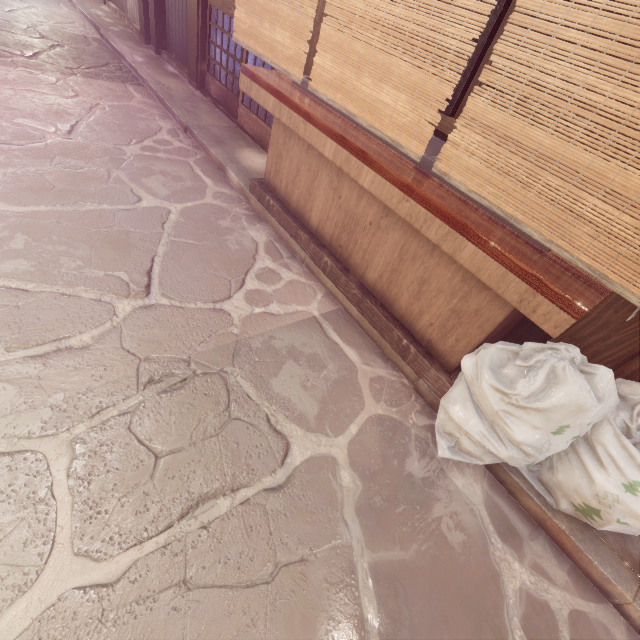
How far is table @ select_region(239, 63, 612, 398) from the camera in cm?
341

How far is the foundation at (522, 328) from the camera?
5.41m

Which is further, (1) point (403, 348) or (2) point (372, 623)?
(1) point (403, 348)

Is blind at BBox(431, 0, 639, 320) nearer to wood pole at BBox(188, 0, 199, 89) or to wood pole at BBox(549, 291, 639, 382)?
wood pole at BBox(549, 291, 639, 382)

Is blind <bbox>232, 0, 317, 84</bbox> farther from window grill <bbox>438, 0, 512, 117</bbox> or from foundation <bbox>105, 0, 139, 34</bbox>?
foundation <bbox>105, 0, 139, 34</bbox>

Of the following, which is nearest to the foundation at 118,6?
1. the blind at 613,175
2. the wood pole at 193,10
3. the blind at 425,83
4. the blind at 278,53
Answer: the wood pole at 193,10

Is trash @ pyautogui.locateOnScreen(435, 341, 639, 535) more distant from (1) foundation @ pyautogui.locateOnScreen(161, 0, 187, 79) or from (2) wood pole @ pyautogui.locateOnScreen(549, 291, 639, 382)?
(1) foundation @ pyautogui.locateOnScreen(161, 0, 187, 79)

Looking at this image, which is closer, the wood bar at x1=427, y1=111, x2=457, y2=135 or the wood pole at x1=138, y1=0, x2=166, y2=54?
the wood bar at x1=427, y1=111, x2=457, y2=135
